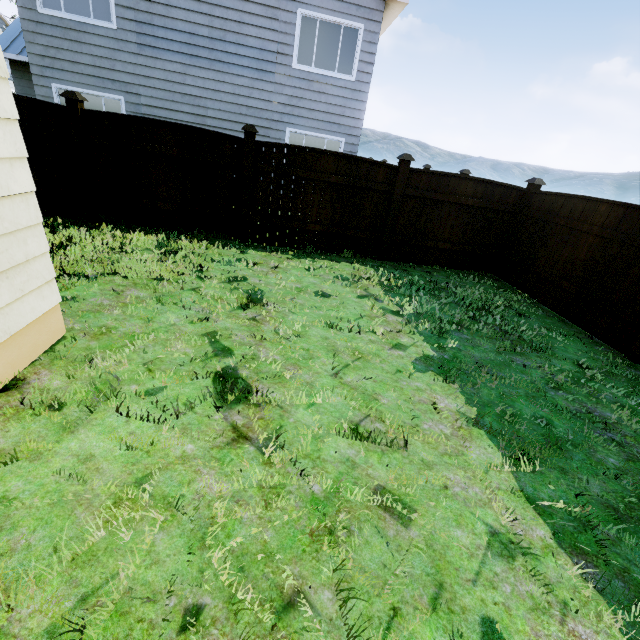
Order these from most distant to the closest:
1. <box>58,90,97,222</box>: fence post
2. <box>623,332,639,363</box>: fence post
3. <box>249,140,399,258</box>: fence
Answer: <box>249,140,399,258</box>: fence → <box>58,90,97,222</box>: fence post → <box>623,332,639,363</box>: fence post

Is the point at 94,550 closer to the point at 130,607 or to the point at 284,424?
the point at 130,607

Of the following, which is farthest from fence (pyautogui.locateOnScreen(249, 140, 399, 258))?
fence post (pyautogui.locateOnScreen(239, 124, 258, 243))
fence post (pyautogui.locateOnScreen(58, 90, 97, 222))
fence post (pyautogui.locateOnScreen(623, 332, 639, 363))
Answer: fence post (pyautogui.locateOnScreen(623, 332, 639, 363))

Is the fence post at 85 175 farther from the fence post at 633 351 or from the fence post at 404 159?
the fence post at 633 351

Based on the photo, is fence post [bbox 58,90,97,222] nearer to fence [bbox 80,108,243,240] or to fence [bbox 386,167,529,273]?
fence [bbox 80,108,243,240]

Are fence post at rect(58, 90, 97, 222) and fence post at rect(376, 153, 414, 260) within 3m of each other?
no

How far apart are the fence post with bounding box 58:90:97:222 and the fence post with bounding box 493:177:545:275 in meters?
8.9 m

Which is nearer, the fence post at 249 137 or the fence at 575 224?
the fence at 575 224
